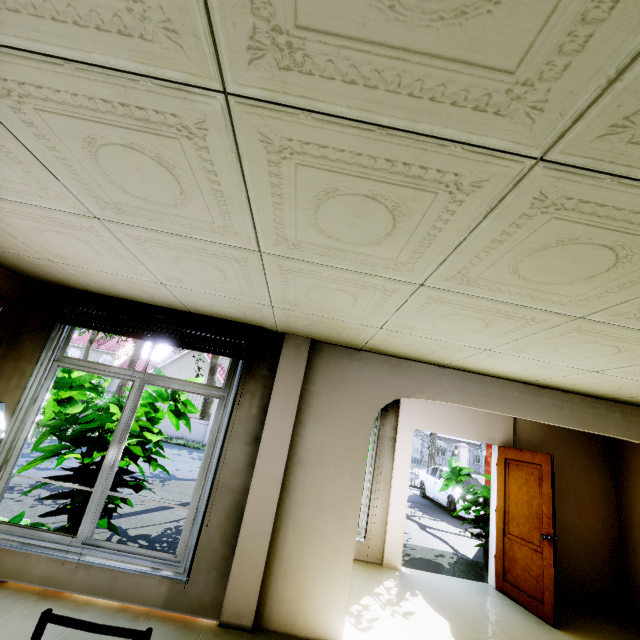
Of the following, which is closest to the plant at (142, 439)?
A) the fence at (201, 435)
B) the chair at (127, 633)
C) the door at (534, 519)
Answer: the door at (534, 519)

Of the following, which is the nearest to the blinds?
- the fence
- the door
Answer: the door

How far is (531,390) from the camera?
3.8m

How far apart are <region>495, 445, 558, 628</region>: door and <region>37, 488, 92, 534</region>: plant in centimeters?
553cm

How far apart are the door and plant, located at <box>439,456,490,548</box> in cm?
46

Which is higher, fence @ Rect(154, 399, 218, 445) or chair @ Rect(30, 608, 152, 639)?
chair @ Rect(30, 608, 152, 639)

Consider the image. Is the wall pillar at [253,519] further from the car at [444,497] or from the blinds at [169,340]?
the car at [444,497]

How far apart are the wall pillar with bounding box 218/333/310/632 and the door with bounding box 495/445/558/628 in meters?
3.9 m
